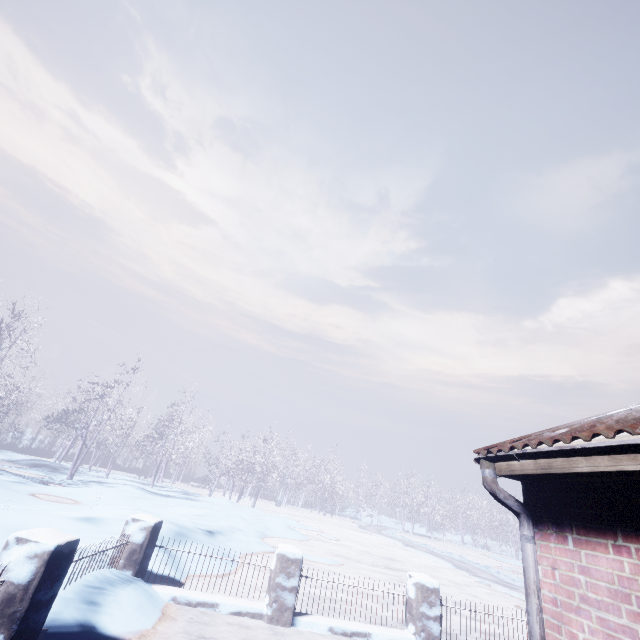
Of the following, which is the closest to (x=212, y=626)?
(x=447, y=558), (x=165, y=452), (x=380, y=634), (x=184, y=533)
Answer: (x=380, y=634)
